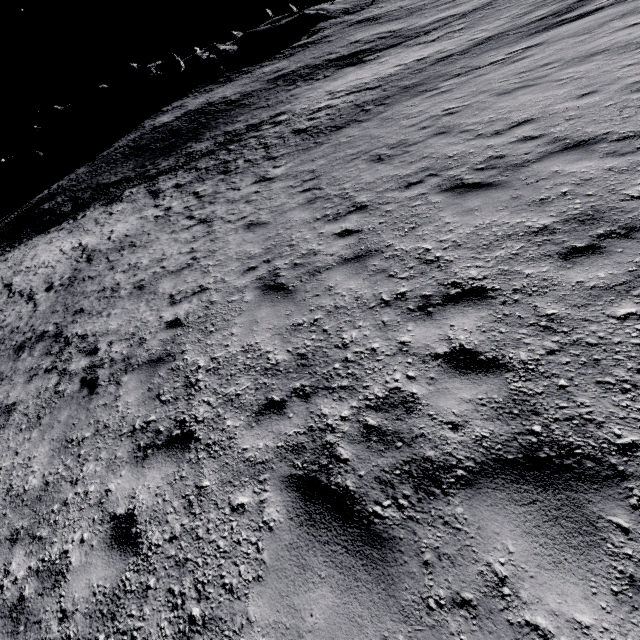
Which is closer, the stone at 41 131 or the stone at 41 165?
the stone at 41 165

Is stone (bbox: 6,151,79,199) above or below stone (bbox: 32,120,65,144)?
below

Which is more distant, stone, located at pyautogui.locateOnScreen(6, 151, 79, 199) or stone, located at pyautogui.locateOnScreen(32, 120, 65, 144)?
stone, located at pyautogui.locateOnScreen(32, 120, 65, 144)

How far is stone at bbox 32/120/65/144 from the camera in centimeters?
5728cm

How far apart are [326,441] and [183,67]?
69.9 meters

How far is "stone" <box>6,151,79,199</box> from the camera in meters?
47.2

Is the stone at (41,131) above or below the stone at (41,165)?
above
